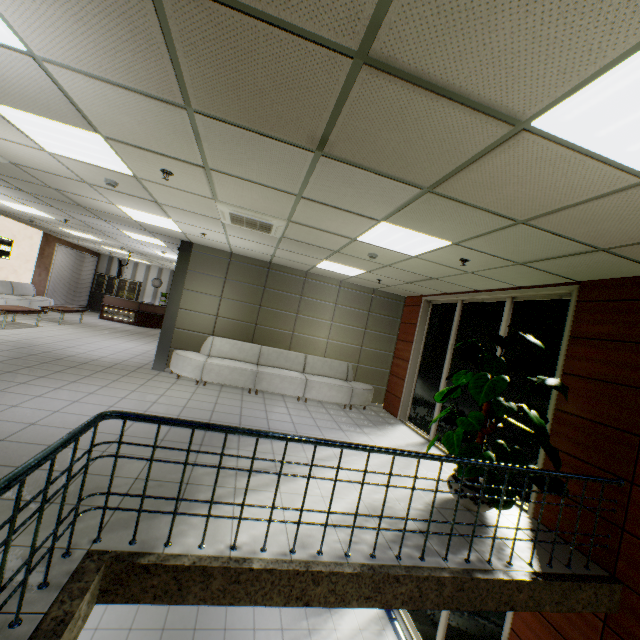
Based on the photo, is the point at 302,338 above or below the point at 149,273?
below

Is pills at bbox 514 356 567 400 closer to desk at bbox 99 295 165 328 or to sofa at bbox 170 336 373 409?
sofa at bbox 170 336 373 409

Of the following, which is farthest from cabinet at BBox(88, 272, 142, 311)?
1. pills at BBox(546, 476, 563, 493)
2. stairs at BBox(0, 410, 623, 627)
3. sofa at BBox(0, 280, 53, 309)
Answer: pills at BBox(546, 476, 563, 493)

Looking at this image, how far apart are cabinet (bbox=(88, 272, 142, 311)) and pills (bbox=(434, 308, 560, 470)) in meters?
18.3 m

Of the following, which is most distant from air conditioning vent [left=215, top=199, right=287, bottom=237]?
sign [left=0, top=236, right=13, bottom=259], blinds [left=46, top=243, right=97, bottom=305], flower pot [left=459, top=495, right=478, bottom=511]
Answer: blinds [left=46, top=243, right=97, bottom=305]

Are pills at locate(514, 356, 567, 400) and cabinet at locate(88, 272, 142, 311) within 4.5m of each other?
no

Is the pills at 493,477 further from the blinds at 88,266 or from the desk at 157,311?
the blinds at 88,266

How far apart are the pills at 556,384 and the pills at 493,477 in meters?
0.2
